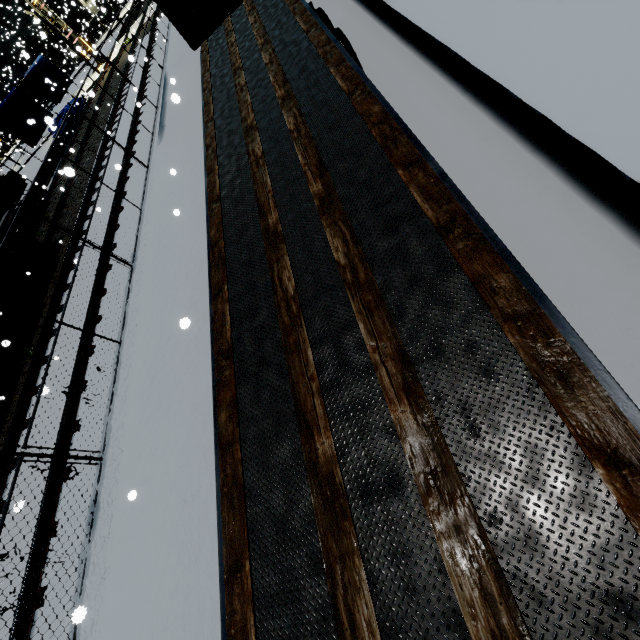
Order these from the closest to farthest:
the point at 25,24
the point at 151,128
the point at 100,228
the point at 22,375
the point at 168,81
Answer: the point at 22,375 < the point at 100,228 < the point at 151,128 < the point at 168,81 < the point at 25,24

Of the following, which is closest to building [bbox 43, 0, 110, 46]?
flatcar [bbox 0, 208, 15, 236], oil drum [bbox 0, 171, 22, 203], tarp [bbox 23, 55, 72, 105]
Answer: tarp [bbox 23, 55, 72, 105]

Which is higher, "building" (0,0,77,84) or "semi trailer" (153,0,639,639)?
"building" (0,0,77,84)

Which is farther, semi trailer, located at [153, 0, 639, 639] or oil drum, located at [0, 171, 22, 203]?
oil drum, located at [0, 171, 22, 203]

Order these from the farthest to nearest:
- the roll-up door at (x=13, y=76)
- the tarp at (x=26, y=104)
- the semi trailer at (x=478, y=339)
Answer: the roll-up door at (x=13, y=76) < the tarp at (x=26, y=104) < the semi trailer at (x=478, y=339)

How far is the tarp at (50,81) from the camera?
20.26m

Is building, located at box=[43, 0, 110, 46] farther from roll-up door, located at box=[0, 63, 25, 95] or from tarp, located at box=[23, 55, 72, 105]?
tarp, located at box=[23, 55, 72, 105]

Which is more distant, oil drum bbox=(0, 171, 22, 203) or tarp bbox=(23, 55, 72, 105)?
tarp bbox=(23, 55, 72, 105)
